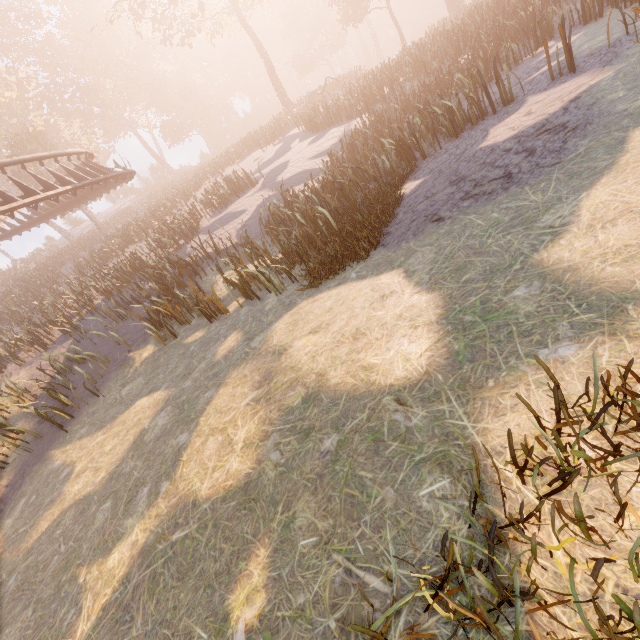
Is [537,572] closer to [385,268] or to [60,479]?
[385,268]
